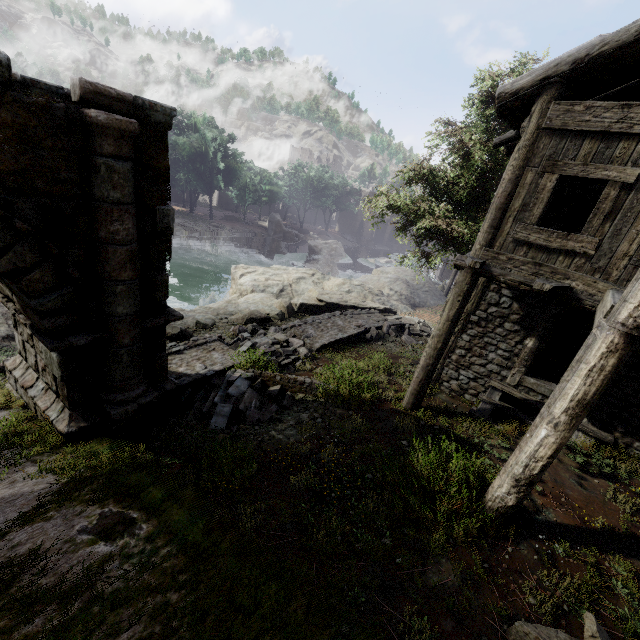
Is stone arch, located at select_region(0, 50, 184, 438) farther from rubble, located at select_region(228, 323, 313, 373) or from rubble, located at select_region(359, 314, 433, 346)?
rubble, located at select_region(359, 314, 433, 346)

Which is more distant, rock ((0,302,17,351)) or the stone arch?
rock ((0,302,17,351))

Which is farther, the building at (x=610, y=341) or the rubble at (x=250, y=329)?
the rubble at (x=250, y=329)

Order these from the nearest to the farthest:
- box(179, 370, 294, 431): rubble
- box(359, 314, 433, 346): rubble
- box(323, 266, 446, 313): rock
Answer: box(179, 370, 294, 431): rubble → box(359, 314, 433, 346): rubble → box(323, 266, 446, 313): rock

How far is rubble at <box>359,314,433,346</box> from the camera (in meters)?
14.83

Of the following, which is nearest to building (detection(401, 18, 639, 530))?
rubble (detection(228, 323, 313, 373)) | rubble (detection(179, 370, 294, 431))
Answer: rubble (detection(179, 370, 294, 431))

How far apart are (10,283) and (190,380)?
4.2m

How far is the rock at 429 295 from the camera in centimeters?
2144cm
